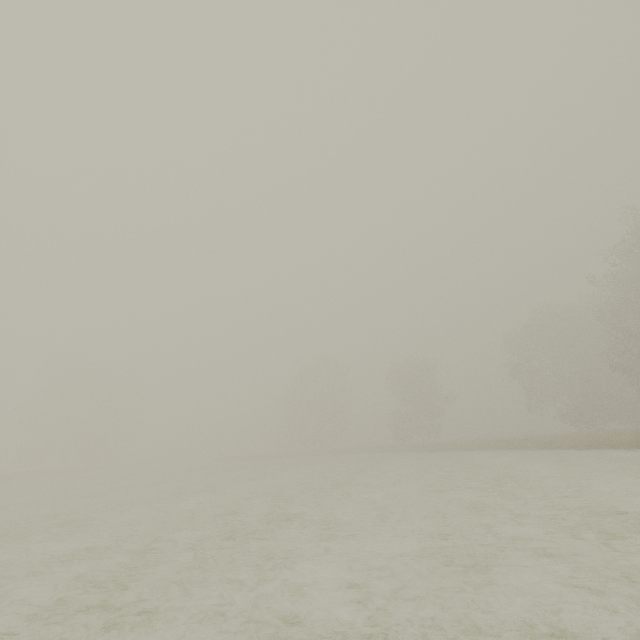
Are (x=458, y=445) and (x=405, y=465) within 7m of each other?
no
